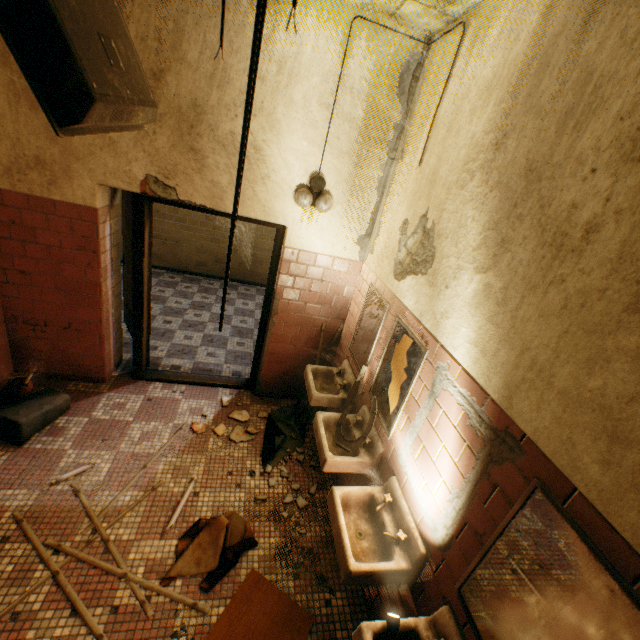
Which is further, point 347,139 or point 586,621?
point 347,139

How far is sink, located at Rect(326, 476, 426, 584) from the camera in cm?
185

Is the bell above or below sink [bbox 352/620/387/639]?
above

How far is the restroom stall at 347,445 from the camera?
2.6m

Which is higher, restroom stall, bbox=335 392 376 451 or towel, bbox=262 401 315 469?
restroom stall, bbox=335 392 376 451

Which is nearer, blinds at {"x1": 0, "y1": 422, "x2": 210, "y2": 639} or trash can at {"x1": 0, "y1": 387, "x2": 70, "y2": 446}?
blinds at {"x1": 0, "y1": 422, "x2": 210, "y2": 639}

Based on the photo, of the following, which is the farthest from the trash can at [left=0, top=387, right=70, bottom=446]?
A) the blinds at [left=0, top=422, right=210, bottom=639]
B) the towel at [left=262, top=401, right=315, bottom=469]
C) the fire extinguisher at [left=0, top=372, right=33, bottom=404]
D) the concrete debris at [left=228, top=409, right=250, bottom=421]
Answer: the towel at [left=262, top=401, right=315, bottom=469]

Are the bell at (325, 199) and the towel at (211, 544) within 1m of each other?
no
